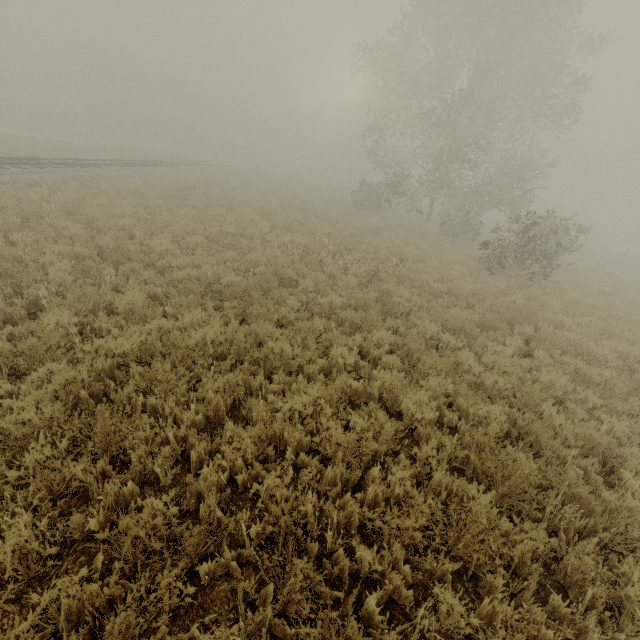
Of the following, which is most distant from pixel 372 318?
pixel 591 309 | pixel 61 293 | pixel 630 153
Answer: pixel 630 153
